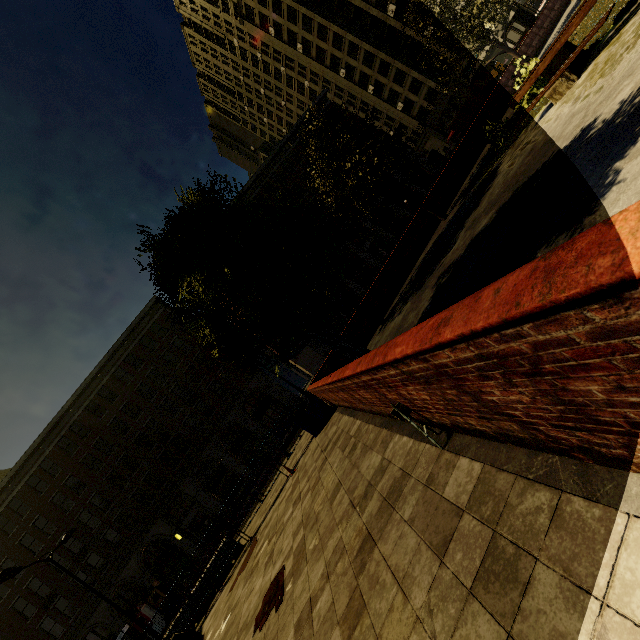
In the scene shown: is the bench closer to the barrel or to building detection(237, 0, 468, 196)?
the barrel

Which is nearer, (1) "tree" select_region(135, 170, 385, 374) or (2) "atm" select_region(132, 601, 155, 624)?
(1) "tree" select_region(135, 170, 385, 374)

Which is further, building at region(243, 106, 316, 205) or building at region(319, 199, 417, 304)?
building at region(243, 106, 316, 205)

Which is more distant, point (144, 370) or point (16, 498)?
point (144, 370)

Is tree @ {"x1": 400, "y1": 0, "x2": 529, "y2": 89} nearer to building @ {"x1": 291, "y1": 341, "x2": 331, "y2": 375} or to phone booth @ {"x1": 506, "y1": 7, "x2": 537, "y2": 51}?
phone booth @ {"x1": 506, "y1": 7, "x2": 537, "y2": 51}

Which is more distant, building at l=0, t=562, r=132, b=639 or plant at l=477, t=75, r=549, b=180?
building at l=0, t=562, r=132, b=639

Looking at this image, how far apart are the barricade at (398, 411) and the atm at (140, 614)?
37.5m

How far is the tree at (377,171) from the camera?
13.4m
